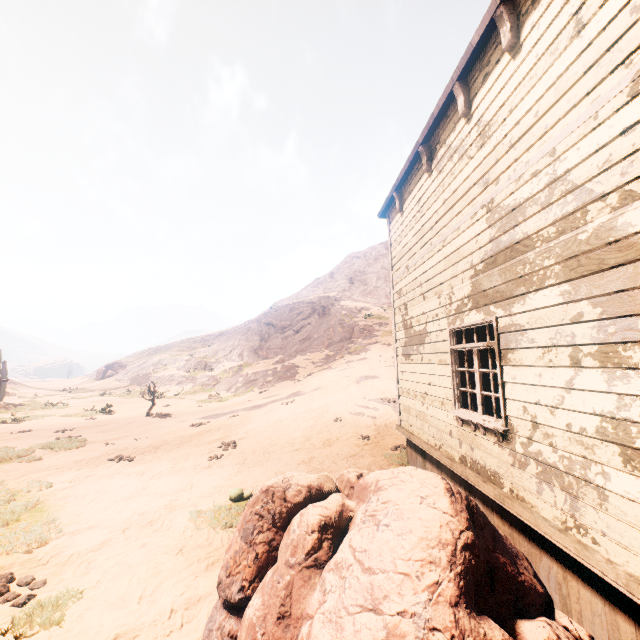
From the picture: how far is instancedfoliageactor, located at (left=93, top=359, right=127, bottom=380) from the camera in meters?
45.2

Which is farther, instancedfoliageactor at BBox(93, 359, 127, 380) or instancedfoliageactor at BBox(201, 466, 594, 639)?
instancedfoliageactor at BBox(93, 359, 127, 380)

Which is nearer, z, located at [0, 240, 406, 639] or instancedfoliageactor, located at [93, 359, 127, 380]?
z, located at [0, 240, 406, 639]

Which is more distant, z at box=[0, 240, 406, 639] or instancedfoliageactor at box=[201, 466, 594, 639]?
z at box=[0, 240, 406, 639]

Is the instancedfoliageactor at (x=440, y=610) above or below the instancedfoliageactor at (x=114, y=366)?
below

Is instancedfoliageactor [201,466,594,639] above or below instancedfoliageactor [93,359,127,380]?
below

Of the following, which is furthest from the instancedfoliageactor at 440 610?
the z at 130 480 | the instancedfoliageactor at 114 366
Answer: the instancedfoliageactor at 114 366

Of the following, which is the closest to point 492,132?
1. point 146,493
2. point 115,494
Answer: point 146,493
